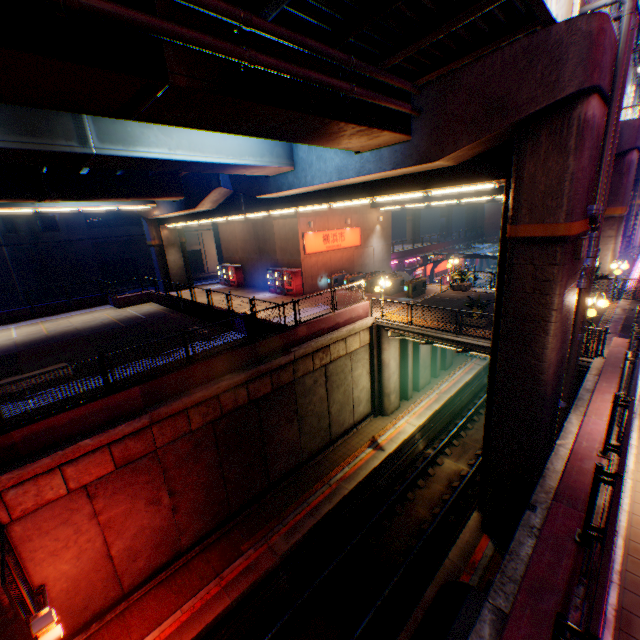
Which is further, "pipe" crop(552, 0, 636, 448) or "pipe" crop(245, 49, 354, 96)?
"pipe" crop(552, 0, 636, 448)

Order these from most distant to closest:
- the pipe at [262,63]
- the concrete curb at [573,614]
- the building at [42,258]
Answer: the building at [42,258], the pipe at [262,63], the concrete curb at [573,614]

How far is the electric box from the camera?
8.8 meters

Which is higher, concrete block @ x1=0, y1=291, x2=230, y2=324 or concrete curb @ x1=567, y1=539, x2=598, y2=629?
concrete block @ x1=0, y1=291, x2=230, y2=324

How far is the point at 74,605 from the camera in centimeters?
971cm

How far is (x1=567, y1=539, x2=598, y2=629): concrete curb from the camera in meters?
4.5 m

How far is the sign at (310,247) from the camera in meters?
24.5 m

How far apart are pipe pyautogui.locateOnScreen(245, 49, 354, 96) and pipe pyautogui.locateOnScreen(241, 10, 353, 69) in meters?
0.3
